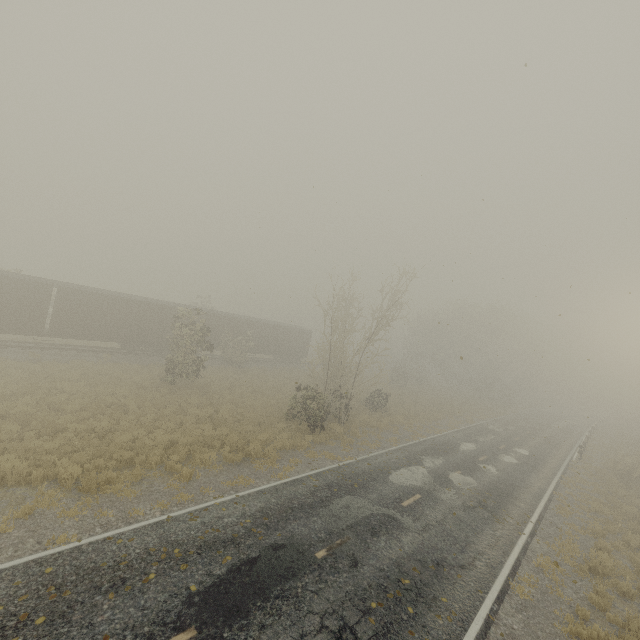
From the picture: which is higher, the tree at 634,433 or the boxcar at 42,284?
the boxcar at 42,284

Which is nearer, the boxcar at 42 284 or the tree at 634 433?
the boxcar at 42 284

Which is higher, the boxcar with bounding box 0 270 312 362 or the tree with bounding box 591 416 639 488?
the boxcar with bounding box 0 270 312 362

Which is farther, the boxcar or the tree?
the tree

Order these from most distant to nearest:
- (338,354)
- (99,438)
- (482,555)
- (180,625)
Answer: (338,354)
(99,438)
(482,555)
(180,625)
